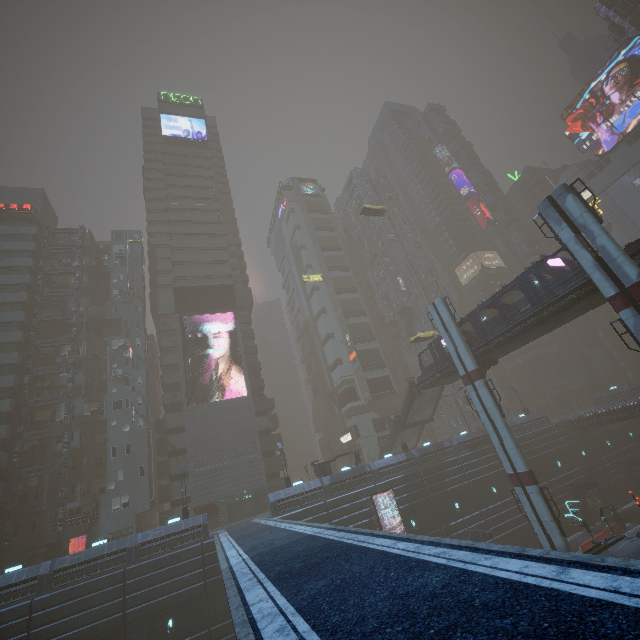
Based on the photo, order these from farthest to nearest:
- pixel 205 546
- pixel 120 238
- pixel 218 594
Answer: pixel 120 238, pixel 205 546, pixel 218 594

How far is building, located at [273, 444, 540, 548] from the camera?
32.9 meters

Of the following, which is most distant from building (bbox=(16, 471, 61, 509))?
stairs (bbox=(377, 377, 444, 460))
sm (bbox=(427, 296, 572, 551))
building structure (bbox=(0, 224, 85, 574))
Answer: stairs (bbox=(377, 377, 444, 460))

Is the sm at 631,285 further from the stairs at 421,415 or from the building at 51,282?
the stairs at 421,415

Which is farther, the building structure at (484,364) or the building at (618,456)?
the building at (618,456)

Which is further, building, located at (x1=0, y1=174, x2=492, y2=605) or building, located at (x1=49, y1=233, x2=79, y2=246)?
building, located at (x1=49, y1=233, x2=79, y2=246)

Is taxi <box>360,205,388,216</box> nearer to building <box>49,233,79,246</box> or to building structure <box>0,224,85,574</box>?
building <box>49,233,79,246</box>

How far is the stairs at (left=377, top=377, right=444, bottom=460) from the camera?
41.8m
